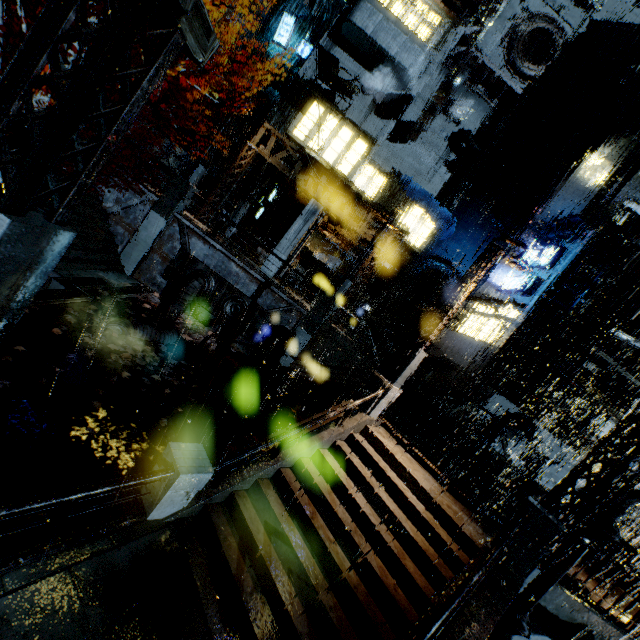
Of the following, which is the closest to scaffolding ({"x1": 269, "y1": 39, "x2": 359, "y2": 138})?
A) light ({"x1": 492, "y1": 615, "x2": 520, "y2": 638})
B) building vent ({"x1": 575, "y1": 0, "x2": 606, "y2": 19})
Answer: building vent ({"x1": 575, "y1": 0, "x2": 606, "y2": 19})

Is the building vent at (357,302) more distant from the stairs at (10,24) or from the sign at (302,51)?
the sign at (302,51)

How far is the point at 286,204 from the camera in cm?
2886

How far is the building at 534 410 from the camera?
18.2 meters

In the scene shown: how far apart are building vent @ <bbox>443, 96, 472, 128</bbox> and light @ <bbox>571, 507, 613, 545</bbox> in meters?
29.9

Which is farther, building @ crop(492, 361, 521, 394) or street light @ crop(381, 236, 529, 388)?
building @ crop(492, 361, 521, 394)

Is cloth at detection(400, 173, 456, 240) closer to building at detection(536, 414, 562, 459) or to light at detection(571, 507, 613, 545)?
building at detection(536, 414, 562, 459)

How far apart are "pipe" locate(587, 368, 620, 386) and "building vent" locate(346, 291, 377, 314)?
14.91m
